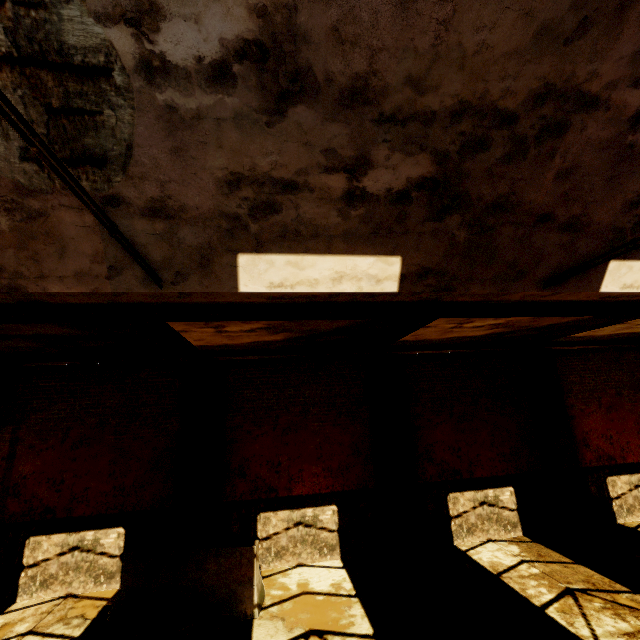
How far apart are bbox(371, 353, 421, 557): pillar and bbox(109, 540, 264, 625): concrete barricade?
3.16m

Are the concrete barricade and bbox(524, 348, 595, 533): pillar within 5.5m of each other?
no

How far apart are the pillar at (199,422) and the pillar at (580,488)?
9.2m

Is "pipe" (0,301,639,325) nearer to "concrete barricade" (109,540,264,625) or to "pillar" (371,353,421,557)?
"pillar" (371,353,421,557)

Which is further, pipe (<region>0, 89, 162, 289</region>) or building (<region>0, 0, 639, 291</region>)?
building (<region>0, 0, 639, 291</region>)

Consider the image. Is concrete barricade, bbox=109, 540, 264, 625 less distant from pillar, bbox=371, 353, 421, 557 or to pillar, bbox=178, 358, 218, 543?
pillar, bbox=178, 358, 218, 543

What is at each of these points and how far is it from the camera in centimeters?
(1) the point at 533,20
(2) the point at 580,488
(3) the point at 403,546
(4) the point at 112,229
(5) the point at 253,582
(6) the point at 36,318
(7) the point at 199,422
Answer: (1) building, 281cm
(2) pillar, 888cm
(3) pillar, 786cm
(4) pipe, 255cm
(5) concrete barricade, 609cm
(6) pipe, 445cm
(7) pillar, 794cm

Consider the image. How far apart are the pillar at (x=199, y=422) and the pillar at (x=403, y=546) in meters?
4.2
